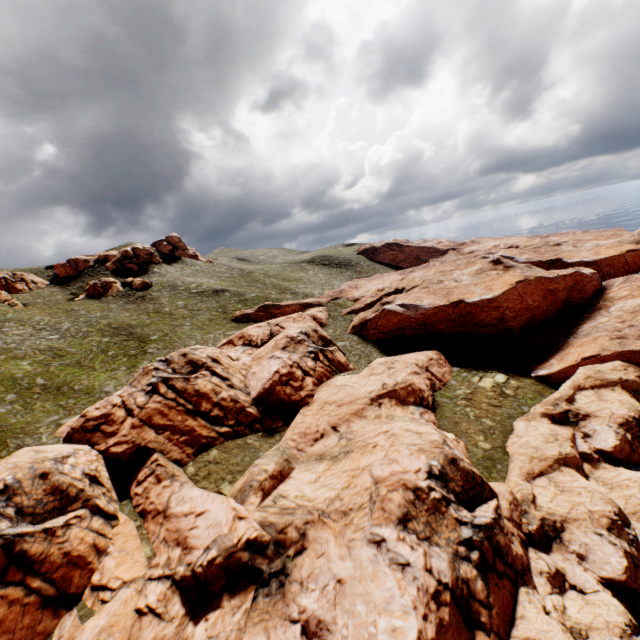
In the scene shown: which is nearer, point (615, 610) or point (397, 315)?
point (615, 610)

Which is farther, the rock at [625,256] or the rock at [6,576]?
the rock at [625,256]

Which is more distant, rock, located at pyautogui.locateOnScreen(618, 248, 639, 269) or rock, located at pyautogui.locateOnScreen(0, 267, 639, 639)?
rock, located at pyautogui.locateOnScreen(618, 248, 639, 269)
